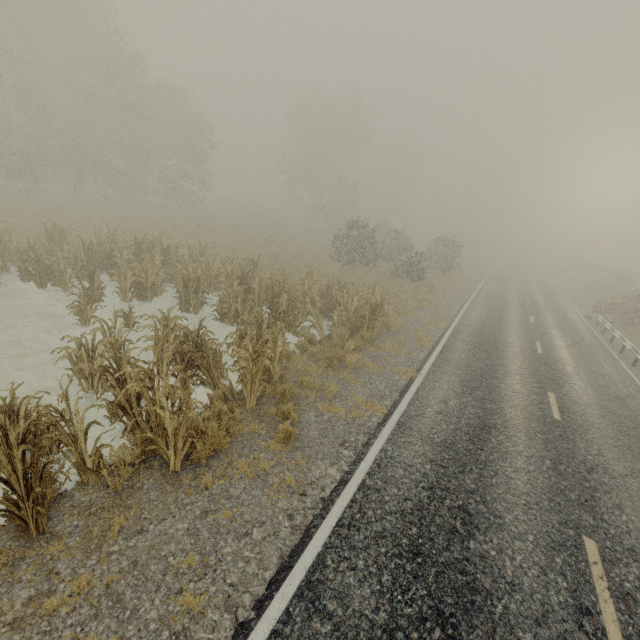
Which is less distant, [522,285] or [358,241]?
[358,241]
